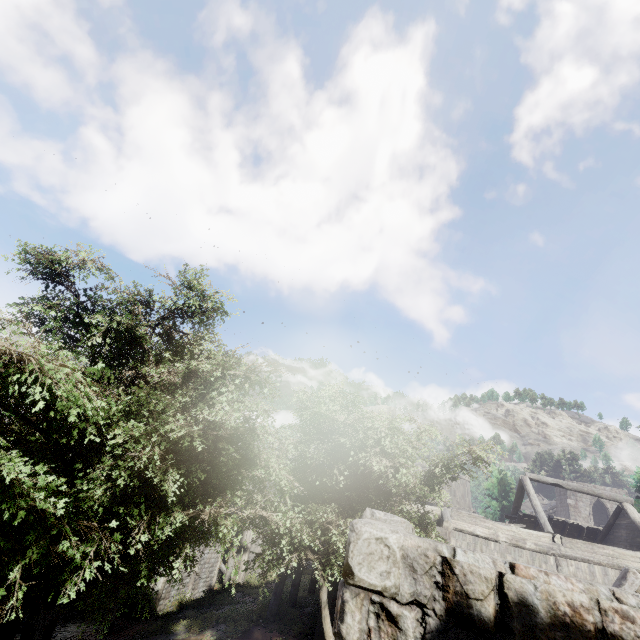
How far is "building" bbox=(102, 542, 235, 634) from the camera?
16.00m

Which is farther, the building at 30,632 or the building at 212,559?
the building at 212,559

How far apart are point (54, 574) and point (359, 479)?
9.12m

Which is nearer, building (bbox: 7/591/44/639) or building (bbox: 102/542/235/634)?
building (bbox: 7/591/44/639)

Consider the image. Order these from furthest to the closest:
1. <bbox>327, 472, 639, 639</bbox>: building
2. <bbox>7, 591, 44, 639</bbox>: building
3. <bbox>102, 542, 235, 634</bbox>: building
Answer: <bbox>102, 542, 235, 634</bbox>: building → <bbox>7, 591, 44, 639</bbox>: building → <bbox>327, 472, 639, 639</bbox>: building

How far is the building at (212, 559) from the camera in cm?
1600
